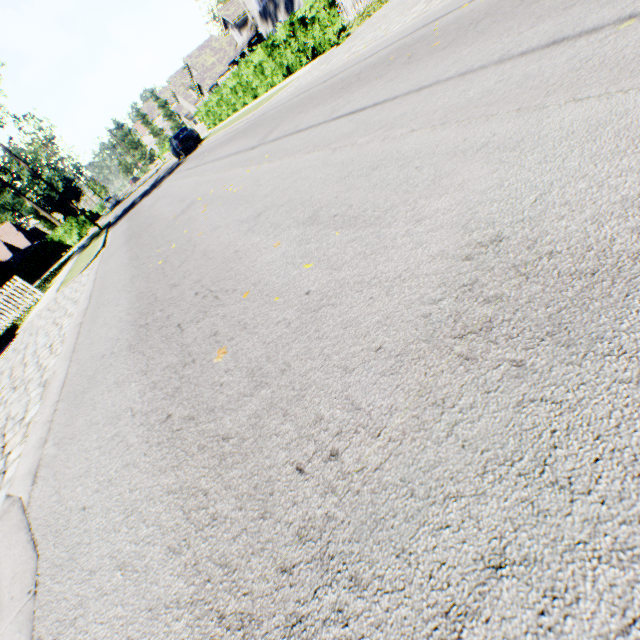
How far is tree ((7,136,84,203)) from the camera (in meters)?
49.09

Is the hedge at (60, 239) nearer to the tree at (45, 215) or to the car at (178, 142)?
the tree at (45, 215)

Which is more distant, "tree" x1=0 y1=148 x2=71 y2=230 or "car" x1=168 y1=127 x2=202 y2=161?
"tree" x1=0 y1=148 x2=71 y2=230

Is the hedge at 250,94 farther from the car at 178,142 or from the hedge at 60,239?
the hedge at 60,239

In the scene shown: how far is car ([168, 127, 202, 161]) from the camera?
23.42m

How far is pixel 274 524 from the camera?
1.3m

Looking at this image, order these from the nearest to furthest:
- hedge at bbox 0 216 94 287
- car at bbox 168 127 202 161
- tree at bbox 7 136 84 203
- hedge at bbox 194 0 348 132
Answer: hedge at bbox 194 0 348 132, car at bbox 168 127 202 161, hedge at bbox 0 216 94 287, tree at bbox 7 136 84 203

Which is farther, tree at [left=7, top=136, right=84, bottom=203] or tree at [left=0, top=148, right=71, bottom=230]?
tree at [left=7, top=136, right=84, bottom=203]
